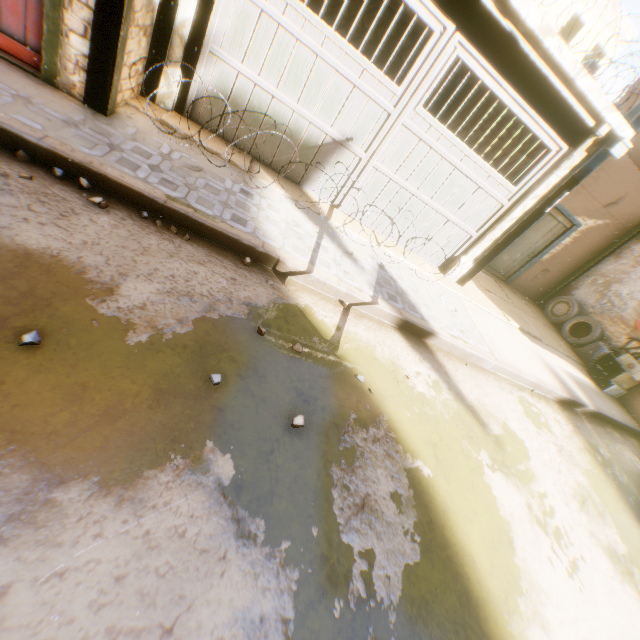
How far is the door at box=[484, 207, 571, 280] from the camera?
9.4 meters

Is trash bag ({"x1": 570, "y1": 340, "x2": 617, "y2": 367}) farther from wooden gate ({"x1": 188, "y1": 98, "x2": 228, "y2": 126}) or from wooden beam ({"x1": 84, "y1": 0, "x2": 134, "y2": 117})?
wooden gate ({"x1": 188, "y1": 98, "x2": 228, "y2": 126})

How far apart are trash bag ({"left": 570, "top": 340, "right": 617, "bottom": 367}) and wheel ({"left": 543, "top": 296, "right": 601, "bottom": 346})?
0.08m

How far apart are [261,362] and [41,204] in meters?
2.3 m

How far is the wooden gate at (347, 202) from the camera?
6.0m

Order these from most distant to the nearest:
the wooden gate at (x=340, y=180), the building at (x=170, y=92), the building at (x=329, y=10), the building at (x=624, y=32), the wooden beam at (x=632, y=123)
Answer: the building at (x=624, y=32) → the building at (x=329, y=10) → the wooden gate at (x=340, y=180) → the wooden beam at (x=632, y=123) → the building at (x=170, y=92)

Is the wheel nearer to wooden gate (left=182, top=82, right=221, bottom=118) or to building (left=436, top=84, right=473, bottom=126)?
building (left=436, top=84, right=473, bottom=126)

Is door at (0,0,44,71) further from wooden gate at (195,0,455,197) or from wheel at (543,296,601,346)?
wheel at (543,296,601,346)
